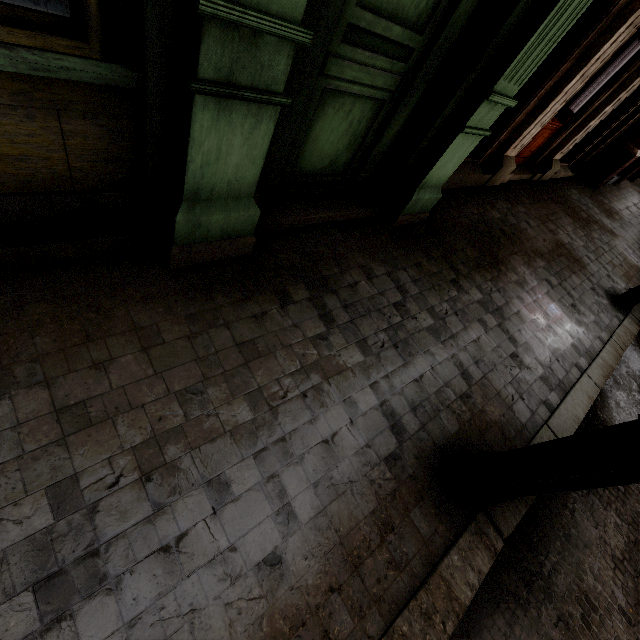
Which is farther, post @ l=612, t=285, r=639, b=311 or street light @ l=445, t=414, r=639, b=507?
post @ l=612, t=285, r=639, b=311

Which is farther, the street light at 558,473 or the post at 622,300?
the post at 622,300

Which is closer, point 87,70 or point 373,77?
point 87,70
